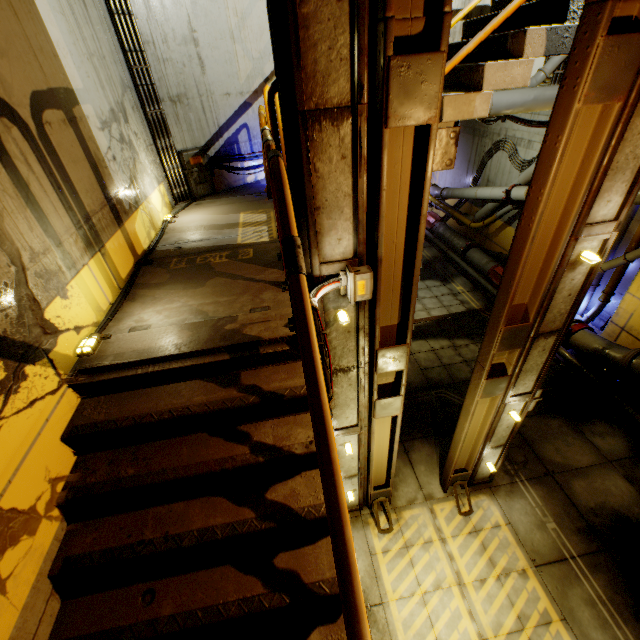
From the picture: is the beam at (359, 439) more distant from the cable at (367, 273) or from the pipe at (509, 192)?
the cable at (367, 273)

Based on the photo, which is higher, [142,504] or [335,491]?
[335,491]

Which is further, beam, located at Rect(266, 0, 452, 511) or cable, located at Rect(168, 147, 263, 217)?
cable, located at Rect(168, 147, 263, 217)

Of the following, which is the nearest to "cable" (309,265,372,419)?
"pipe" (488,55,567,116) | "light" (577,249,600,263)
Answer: "pipe" (488,55,567,116)

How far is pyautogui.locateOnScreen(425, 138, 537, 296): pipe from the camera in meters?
12.0

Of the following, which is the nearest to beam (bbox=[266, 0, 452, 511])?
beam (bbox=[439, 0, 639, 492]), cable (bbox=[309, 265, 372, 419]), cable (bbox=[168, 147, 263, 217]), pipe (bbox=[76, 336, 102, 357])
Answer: beam (bbox=[439, 0, 639, 492])

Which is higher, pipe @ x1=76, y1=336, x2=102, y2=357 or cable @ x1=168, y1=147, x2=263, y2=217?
cable @ x1=168, y1=147, x2=263, y2=217

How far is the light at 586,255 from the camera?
3.8m
